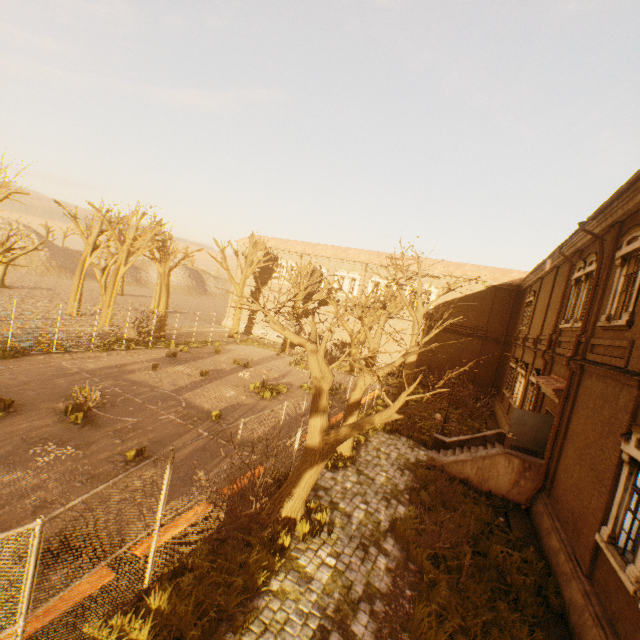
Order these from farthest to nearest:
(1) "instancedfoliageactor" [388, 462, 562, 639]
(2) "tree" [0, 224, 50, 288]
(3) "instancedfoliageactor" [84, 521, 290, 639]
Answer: (2) "tree" [0, 224, 50, 288] → (1) "instancedfoliageactor" [388, 462, 562, 639] → (3) "instancedfoliageactor" [84, 521, 290, 639]

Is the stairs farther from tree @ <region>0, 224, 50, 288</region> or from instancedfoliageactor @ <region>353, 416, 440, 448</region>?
tree @ <region>0, 224, 50, 288</region>

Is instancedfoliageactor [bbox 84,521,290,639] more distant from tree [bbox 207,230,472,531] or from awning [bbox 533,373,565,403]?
awning [bbox 533,373,565,403]

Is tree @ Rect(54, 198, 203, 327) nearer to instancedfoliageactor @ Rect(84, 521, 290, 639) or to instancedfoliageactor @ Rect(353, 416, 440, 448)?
instancedfoliageactor @ Rect(353, 416, 440, 448)

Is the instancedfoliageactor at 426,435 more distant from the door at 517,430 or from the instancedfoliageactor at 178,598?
the instancedfoliageactor at 178,598

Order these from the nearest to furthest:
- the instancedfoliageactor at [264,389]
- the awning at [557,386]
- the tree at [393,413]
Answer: the tree at [393,413] → the awning at [557,386] → the instancedfoliageactor at [264,389]

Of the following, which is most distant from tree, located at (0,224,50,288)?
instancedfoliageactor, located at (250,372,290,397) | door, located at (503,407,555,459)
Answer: instancedfoliageactor, located at (250,372,290,397)

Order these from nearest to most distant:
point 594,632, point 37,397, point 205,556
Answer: point 594,632 < point 205,556 < point 37,397
